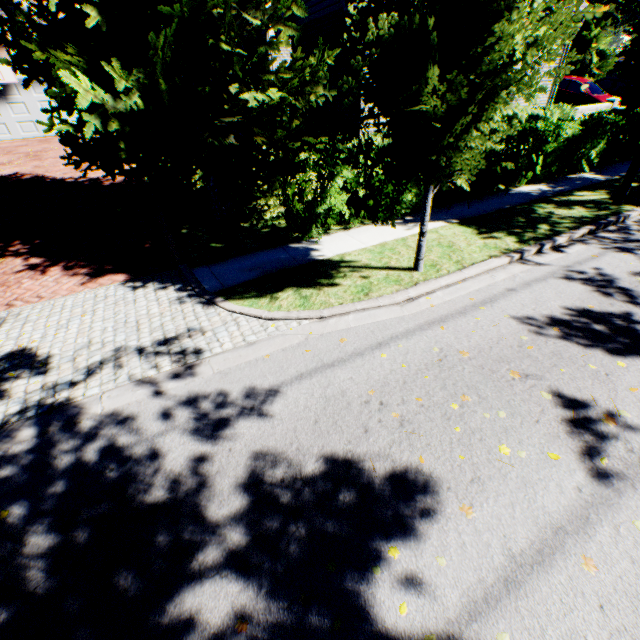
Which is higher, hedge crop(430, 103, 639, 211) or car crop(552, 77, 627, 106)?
car crop(552, 77, 627, 106)

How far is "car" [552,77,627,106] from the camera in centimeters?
1814cm

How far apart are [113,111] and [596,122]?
13.88m

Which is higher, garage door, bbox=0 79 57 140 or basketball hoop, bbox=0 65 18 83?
basketball hoop, bbox=0 65 18 83

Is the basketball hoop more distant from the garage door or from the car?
the car

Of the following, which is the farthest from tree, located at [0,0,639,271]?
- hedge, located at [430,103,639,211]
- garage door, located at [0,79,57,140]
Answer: garage door, located at [0,79,57,140]

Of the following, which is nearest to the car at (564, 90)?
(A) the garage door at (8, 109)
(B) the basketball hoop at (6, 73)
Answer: (A) the garage door at (8, 109)

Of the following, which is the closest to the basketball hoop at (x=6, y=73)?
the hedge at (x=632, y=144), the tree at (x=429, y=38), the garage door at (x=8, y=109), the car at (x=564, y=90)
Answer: the garage door at (x=8, y=109)
